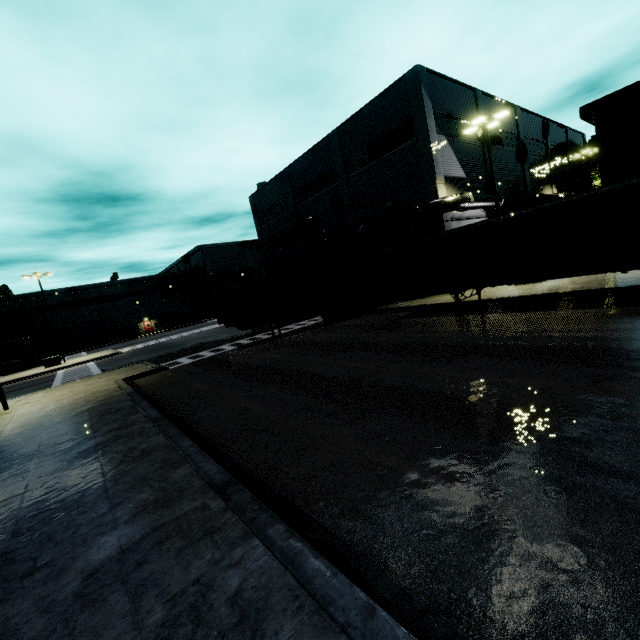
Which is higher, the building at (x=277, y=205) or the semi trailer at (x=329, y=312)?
the building at (x=277, y=205)

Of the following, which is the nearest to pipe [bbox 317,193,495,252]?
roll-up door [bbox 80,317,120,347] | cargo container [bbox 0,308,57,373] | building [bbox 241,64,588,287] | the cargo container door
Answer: building [bbox 241,64,588,287]

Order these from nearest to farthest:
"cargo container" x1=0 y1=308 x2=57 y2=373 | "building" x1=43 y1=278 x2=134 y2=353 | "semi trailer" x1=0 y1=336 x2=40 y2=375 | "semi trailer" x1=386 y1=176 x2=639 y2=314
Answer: "semi trailer" x1=386 y1=176 x2=639 y2=314 < "semi trailer" x1=0 y1=336 x2=40 y2=375 < "cargo container" x1=0 y1=308 x2=57 y2=373 < "building" x1=43 y1=278 x2=134 y2=353

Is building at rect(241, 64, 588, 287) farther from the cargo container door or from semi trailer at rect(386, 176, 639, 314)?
the cargo container door

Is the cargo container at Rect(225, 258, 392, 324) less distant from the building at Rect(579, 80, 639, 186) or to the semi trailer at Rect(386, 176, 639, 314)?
the semi trailer at Rect(386, 176, 639, 314)

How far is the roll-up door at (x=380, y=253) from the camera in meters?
24.5

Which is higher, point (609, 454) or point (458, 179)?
point (458, 179)
